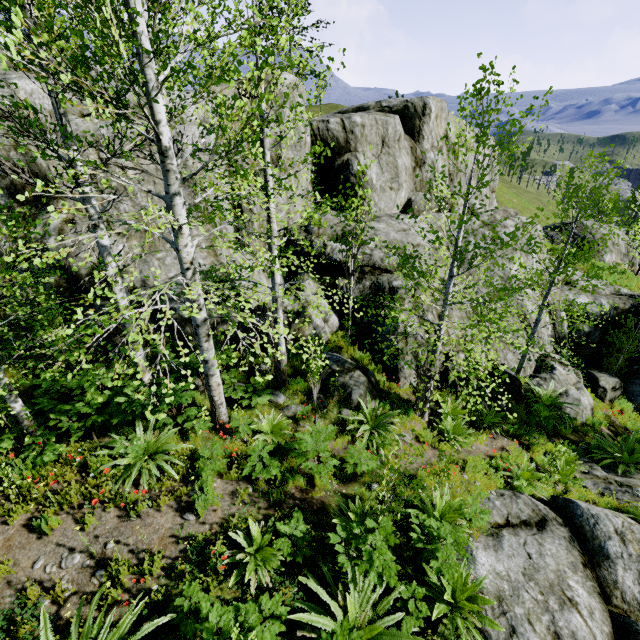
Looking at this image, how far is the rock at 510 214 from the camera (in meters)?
12.85

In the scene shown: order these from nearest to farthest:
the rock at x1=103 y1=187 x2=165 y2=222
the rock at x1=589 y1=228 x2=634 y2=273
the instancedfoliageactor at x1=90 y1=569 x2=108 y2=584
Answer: the instancedfoliageactor at x1=90 y1=569 x2=108 y2=584, the rock at x1=103 y1=187 x2=165 y2=222, the rock at x1=589 y1=228 x2=634 y2=273

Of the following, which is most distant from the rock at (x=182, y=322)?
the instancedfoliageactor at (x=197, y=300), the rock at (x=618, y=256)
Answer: the rock at (x=618, y=256)

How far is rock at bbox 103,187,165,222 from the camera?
8.90m

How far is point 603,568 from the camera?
5.5m

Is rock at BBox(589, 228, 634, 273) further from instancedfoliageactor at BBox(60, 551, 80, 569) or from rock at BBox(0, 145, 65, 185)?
instancedfoliageactor at BBox(60, 551, 80, 569)

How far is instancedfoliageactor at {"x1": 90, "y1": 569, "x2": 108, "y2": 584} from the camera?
4.5 meters
